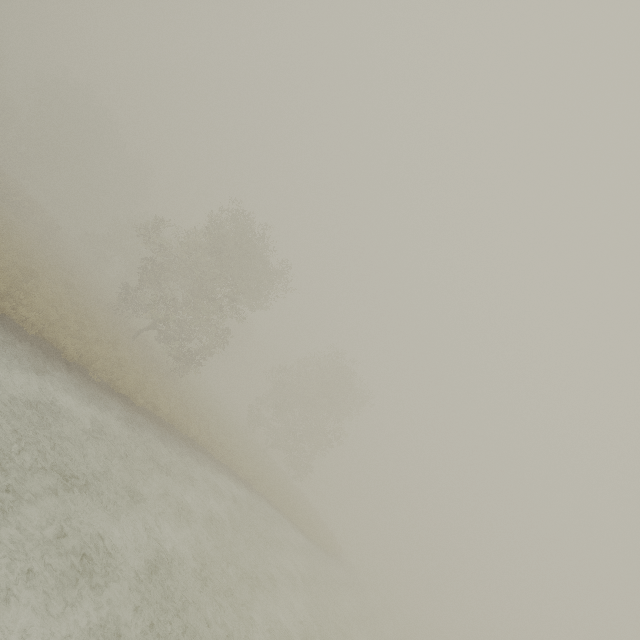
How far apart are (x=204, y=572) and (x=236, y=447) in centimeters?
1788cm
